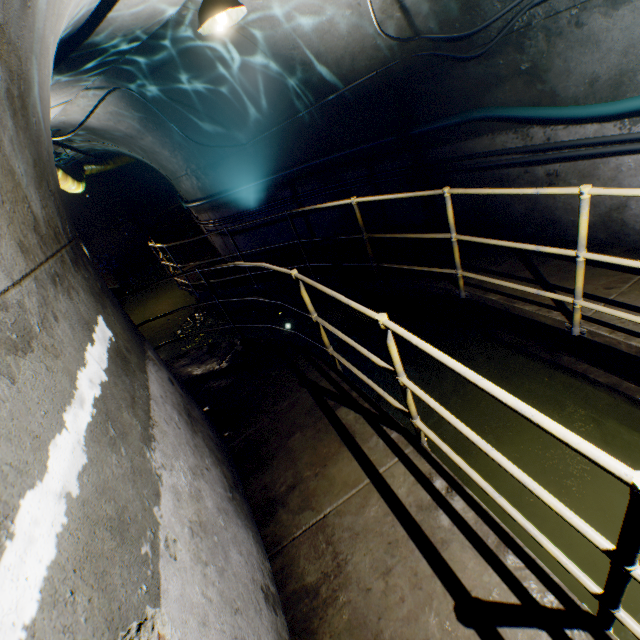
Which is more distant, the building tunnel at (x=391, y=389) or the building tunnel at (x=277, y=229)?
the building tunnel at (x=277, y=229)

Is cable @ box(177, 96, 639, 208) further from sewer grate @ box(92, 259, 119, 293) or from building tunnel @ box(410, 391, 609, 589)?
sewer grate @ box(92, 259, 119, 293)

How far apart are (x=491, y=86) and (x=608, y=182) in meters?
1.6 m

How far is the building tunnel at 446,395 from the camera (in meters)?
2.59

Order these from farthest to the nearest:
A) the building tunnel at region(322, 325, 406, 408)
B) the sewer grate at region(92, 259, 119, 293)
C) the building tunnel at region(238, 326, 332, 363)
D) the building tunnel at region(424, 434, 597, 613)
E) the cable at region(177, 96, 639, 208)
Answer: the sewer grate at region(92, 259, 119, 293), the building tunnel at region(238, 326, 332, 363), the building tunnel at region(322, 325, 406, 408), the cable at region(177, 96, 639, 208), the building tunnel at region(424, 434, 597, 613)

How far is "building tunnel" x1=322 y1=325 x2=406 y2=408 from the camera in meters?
4.3

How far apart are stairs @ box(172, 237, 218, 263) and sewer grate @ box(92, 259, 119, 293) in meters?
2.0 m
